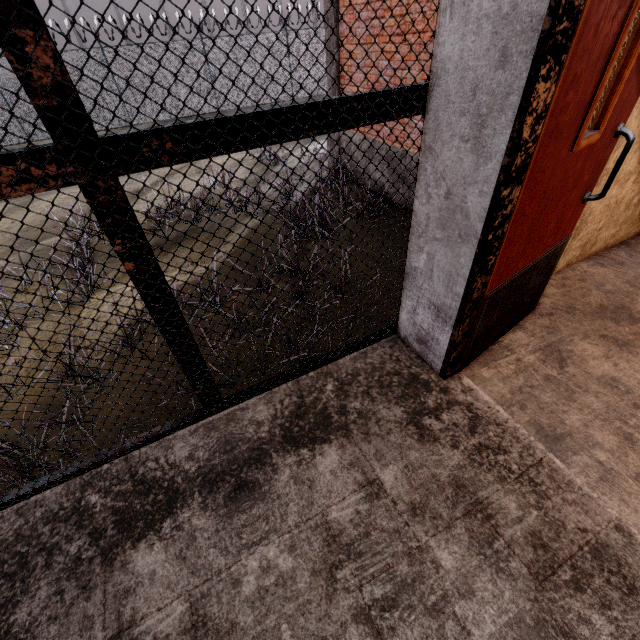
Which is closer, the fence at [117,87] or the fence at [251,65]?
the fence at [117,87]

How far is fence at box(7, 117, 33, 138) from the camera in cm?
1281

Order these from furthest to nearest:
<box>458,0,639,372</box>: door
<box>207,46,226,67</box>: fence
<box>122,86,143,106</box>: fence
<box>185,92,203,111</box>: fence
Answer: <box>185,92,203,111</box>: fence < <box>207,46,226,67</box>: fence < <box>122,86,143,106</box>: fence < <box>458,0,639,372</box>: door

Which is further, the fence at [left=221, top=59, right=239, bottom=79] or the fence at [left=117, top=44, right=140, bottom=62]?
the fence at [left=221, top=59, right=239, bottom=79]

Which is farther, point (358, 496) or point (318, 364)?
point (318, 364)

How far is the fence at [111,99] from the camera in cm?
1352
